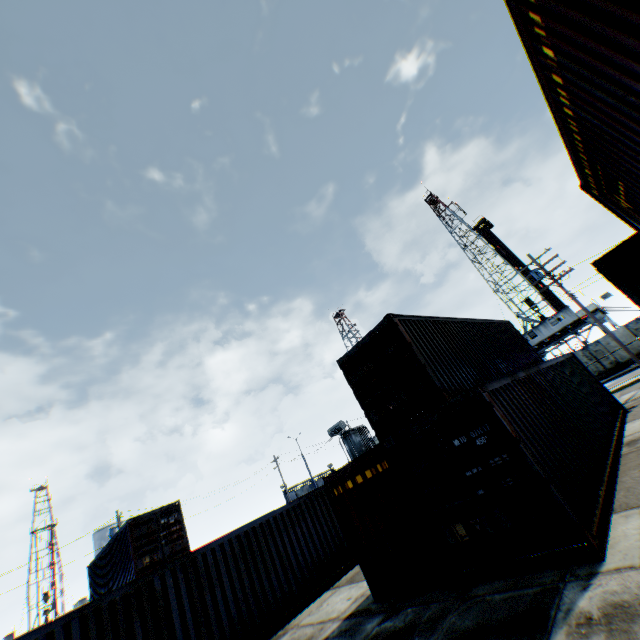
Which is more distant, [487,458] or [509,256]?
[509,256]

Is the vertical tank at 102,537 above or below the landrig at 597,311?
above

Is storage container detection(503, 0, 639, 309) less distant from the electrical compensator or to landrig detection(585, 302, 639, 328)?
the electrical compensator

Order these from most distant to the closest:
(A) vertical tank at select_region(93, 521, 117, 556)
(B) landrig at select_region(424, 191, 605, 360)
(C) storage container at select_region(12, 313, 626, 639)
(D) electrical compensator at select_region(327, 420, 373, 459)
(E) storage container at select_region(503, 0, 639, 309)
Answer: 1. (A) vertical tank at select_region(93, 521, 117, 556)
2. (B) landrig at select_region(424, 191, 605, 360)
3. (D) electrical compensator at select_region(327, 420, 373, 459)
4. (C) storage container at select_region(12, 313, 626, 639)
5. (E) storage container at select_region(503, 0, 639, 309)

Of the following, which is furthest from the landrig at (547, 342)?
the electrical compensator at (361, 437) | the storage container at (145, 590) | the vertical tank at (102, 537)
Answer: the vertical tank at (102, 537)

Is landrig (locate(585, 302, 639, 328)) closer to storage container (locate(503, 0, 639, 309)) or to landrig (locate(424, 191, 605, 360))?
landrig (locate(424, 191, 605, 360))

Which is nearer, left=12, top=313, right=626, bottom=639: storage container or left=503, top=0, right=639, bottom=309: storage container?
left=503, top=0, right=639, bottom=309: storage container

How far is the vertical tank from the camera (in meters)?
43.55
